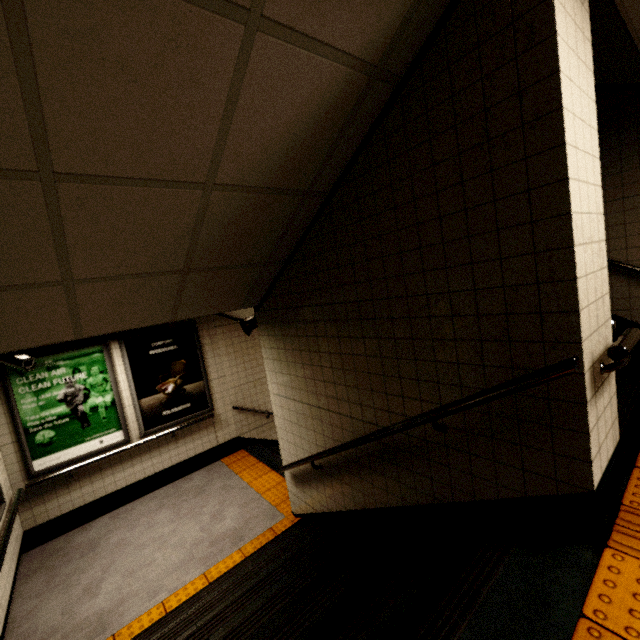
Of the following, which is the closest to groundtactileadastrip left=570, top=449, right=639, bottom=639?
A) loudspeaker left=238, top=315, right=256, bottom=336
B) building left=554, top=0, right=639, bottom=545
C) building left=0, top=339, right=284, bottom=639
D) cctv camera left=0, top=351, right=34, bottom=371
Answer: building left=554, top=0, right=639, bottom=545

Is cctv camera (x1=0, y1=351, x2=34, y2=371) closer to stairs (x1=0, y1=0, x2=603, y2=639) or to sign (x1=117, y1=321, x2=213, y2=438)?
sign (x1=117, y1=321, x2=213, y2=438)

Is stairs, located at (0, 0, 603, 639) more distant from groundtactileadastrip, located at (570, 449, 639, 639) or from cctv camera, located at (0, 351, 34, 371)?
cctv camera, located at (0, 351, 34, 371)

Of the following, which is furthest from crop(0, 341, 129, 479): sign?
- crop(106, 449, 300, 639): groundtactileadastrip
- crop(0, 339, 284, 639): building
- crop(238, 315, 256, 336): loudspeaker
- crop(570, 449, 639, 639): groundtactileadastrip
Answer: crop(570, 449, 639, 639): groundtactileadastrip

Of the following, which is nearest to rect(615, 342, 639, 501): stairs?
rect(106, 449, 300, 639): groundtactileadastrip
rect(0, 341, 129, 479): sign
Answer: rect(106, 449, 300, 639): groundtactileadastrip

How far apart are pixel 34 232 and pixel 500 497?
2.96m

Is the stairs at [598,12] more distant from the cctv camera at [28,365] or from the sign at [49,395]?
the cctv camera at [28,365]

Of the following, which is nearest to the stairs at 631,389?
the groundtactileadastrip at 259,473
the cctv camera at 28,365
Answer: the groundtactileadastrip at 259,473
